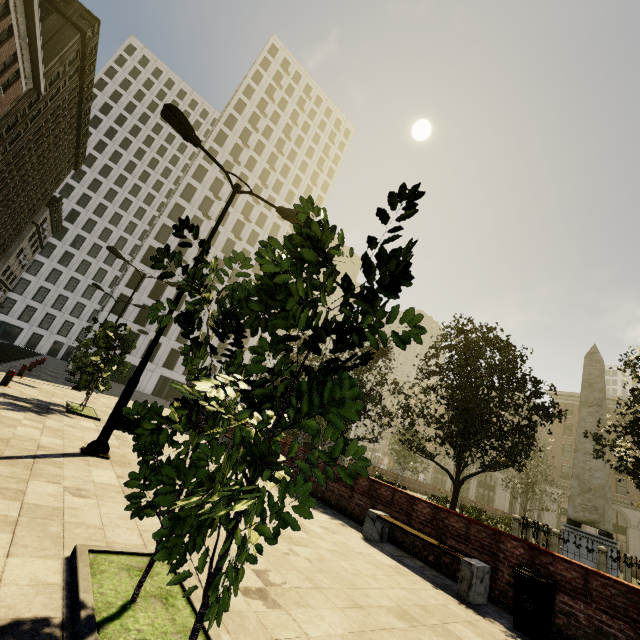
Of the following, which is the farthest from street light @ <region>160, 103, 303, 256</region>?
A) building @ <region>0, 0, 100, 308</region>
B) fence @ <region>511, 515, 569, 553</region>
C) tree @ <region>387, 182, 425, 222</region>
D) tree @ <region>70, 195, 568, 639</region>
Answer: fence @ <region>511, 515, 569, 553</region>

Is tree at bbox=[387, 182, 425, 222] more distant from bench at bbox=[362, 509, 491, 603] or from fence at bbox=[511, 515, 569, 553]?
fence at bbox=[511, 515, 569, 553]

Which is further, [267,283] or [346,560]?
[346,560]

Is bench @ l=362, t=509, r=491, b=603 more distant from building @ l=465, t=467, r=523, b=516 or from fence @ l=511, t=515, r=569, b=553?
building @ l=465, t=467, r=523, b=516

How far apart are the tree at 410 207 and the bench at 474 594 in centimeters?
679cm

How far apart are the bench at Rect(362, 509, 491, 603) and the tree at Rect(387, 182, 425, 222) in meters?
6.8

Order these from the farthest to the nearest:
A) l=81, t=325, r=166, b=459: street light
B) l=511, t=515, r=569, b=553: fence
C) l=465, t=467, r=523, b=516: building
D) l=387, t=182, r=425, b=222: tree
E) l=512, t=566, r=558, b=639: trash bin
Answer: l=465, t=467, r=523, b=516: building
l=511, t=515, r=569, b=553: fence
l=81, t=325, r=166, b=459: street light
l=512, t=566, r=558, b=639: trash bin
l=387, t=182, r=425, b=222: tree

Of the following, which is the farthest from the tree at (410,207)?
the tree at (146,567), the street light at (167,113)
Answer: the street light at (167,113)
